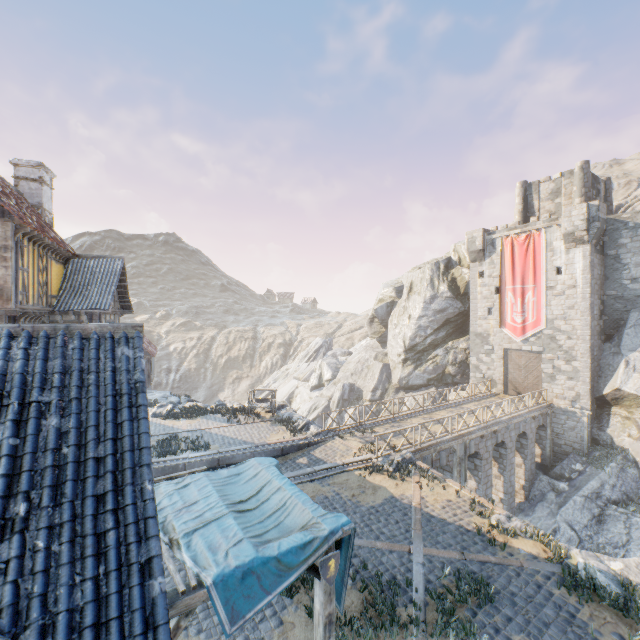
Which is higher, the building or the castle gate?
the building

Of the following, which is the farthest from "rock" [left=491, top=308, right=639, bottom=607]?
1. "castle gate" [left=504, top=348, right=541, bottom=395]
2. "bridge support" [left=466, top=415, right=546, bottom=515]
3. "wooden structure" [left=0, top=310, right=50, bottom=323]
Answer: "wooden structure" [left=0, top=310, right=50, bottom=323]

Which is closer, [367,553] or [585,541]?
[367,553]

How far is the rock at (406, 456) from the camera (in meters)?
14.24

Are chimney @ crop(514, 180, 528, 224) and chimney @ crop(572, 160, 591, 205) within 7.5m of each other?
yes

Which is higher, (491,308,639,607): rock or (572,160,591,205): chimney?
(572,160,591,205): chimney

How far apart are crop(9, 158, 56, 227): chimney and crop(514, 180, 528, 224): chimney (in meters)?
36.30

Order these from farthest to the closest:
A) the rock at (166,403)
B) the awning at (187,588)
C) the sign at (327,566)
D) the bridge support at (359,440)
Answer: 1. the rock at (166,403)
2. the bridge support at (359,440)
3. the sign at (327,566)
4. the awning at (187,588)
